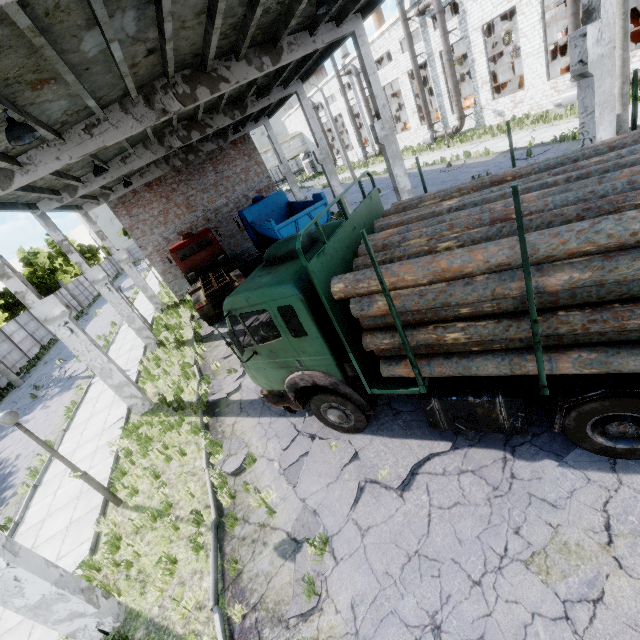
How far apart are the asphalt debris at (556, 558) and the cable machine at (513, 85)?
38.2m

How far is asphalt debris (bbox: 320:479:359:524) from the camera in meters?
5.5

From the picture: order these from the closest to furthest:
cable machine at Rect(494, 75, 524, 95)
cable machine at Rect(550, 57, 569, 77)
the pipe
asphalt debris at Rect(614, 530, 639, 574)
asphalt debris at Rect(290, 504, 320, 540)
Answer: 1. asphalt debris at Rect(614, 530, 639, 574)
2. asphalt debris at Rect(290, 504, 320, 540)
3. the pipe
4. cable machine at Rect(550, 57, 569, 77)
5. cable machine at Rect(494, 75, 524, 95)

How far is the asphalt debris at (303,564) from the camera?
4.5 meters

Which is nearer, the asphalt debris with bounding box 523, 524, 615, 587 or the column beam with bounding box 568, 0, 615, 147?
the asphalt debris with bounding box 523, 524, 615, 587

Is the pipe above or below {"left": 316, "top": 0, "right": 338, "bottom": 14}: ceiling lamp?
below

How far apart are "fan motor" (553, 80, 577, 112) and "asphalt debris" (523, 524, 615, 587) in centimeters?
2649cm

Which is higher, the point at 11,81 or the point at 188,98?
the point at 11,81
